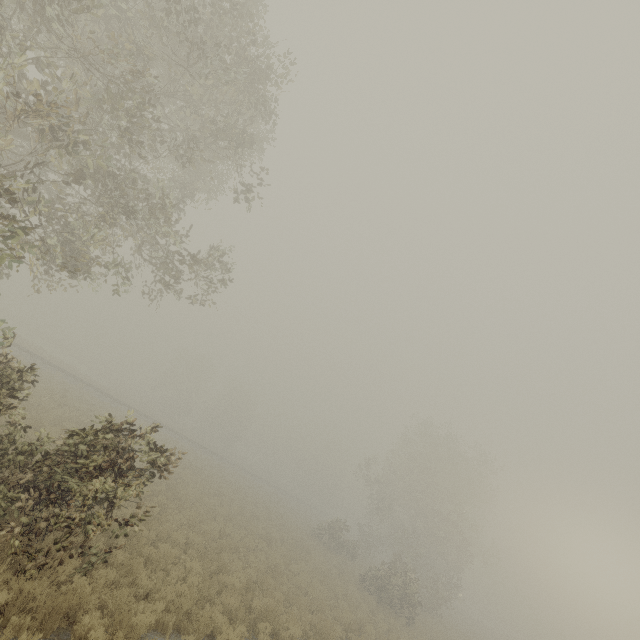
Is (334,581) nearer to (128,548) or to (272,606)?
(272,606)

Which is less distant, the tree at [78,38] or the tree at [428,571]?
the tree at [78,38]

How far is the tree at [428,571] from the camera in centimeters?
2419cm

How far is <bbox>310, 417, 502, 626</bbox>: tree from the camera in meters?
24.2

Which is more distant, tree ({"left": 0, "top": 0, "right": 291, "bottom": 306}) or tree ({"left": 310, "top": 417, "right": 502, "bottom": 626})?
tree ({"left": 310, "top": 417, "right": 502, "bottom": 626})
